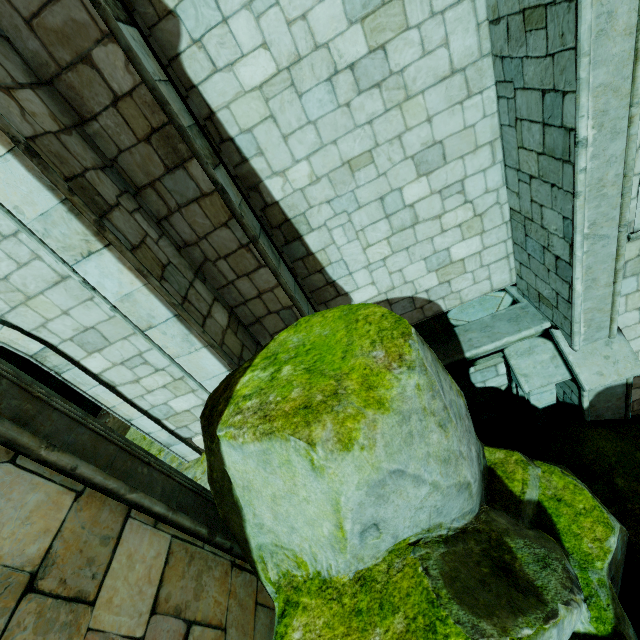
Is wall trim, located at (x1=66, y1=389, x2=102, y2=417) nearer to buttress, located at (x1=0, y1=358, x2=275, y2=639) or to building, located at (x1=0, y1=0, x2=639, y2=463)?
building, located at (x1=0, y1=0, x2=639, y2=463)

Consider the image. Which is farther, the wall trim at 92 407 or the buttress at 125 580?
the wall trim at 92 407

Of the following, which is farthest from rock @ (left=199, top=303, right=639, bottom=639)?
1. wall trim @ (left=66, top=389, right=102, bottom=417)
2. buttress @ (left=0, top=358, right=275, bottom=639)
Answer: wall trim @ (left=66, top=389, right=102, bottom=417)

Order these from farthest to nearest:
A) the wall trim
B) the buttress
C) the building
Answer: the wall trim < the building < the buttress

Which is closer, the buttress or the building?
the buttress

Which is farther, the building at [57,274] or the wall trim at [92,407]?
→ the wall trim at [92,407]

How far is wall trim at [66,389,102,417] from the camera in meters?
8.9 m

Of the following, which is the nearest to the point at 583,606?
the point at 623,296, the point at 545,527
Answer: the point at 545,527
